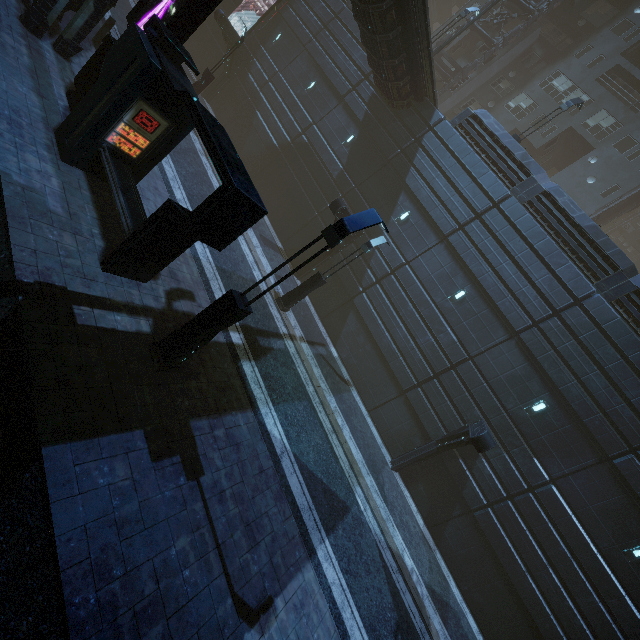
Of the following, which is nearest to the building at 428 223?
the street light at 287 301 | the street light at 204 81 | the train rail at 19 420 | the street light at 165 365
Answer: the train rail at 19 420

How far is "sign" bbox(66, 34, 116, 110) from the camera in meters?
9.2

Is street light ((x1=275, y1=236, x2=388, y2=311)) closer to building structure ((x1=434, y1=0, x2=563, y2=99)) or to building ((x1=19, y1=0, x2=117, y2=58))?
building ((x1=19, y1=0, x2=117, y2=58))

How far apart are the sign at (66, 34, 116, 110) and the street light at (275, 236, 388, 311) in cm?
839

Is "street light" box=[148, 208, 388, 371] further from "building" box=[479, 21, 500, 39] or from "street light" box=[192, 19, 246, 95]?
"street light" box=[192, 19, 246, 95]

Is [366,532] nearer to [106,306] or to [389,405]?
[389,405]

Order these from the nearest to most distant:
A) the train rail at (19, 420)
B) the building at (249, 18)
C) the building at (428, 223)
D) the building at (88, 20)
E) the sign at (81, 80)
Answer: the train rail at (19, 420) → the building at (428, 223) → the sign at (81, 80) → the building at (88, 20) → the building at (249, 18)

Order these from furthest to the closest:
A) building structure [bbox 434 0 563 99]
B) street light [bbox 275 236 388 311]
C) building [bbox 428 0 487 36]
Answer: building [bbox 428 0 487 36], building structure [bbox 434 0 563 99], street light [bbox 275 236 388 311]
